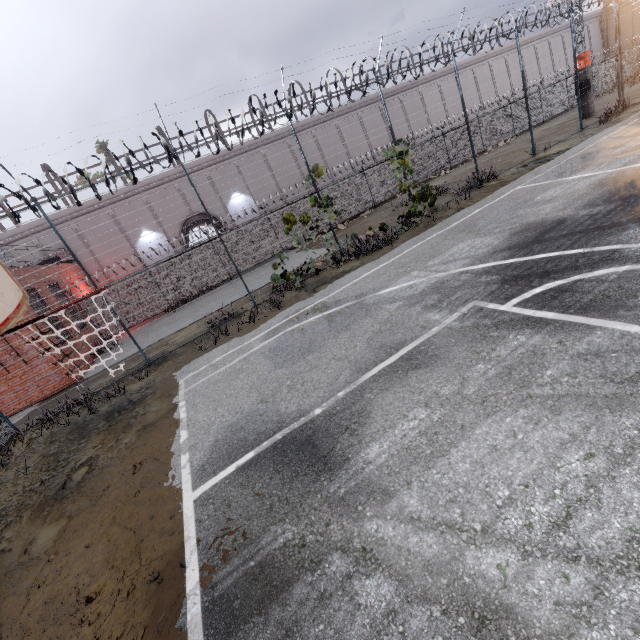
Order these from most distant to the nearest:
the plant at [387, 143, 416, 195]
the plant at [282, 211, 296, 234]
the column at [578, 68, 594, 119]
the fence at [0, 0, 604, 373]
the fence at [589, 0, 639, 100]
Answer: the column at [578, 68, 594, 119] < the fence at [589, 0, 639, 100] < the plant at [387, 143, 416, 195] < the plant at [282, 211, 296, 234] < the fence at [0, 0, 604, 373]

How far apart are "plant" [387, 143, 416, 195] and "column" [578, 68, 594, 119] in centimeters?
1660cm

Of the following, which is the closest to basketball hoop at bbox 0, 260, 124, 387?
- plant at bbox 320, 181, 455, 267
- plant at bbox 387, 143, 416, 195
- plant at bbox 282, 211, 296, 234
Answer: plant at bbox 282, 211, 296, 234

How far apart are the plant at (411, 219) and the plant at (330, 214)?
1.29m

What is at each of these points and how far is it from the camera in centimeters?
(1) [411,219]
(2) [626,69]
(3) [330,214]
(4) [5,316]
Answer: (1) plant, 1366cm
(2) fence, 3316cm
(3) plant, 1217cm
(4) basketball hoop, 187cm

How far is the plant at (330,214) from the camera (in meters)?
11.80

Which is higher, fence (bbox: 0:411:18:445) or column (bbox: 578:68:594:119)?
column (bbox: 578:68:594:119)

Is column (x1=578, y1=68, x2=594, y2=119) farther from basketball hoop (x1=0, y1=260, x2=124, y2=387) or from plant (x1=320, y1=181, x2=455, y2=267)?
basketball hoop (x1=0, y1=260, x2=124, y2=387)
